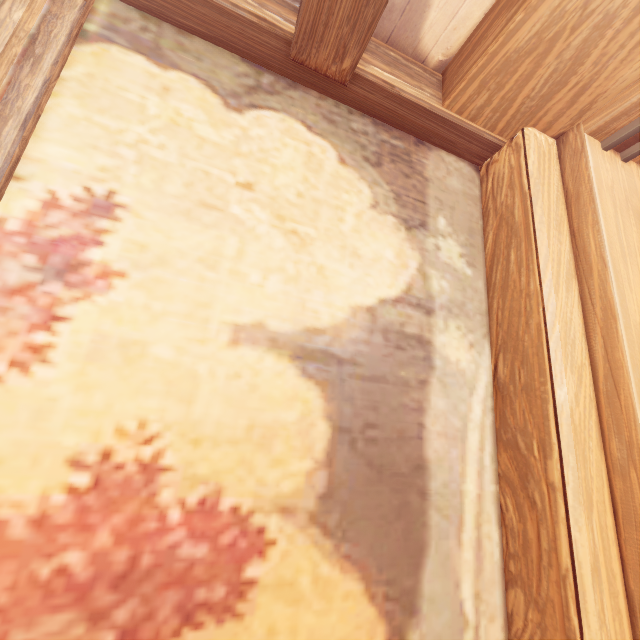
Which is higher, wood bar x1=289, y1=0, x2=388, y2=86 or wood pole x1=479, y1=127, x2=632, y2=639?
wood bar x1=289, y1=0, x2=388, y2=86

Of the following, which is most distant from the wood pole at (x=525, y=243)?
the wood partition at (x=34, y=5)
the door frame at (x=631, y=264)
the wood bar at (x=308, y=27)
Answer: the wood partition at (x=34, y=5)

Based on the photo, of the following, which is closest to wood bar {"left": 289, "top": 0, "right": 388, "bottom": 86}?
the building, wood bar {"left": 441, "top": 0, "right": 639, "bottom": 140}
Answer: the building

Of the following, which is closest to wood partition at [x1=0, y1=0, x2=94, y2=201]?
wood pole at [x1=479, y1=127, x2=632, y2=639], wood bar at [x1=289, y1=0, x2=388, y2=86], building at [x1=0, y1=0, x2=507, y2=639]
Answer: building at [x1=0, y1=0, x2=507, y2=639]

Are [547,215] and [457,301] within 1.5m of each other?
yes

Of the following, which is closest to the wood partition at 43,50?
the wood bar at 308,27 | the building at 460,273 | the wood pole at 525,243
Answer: the building at 460,273

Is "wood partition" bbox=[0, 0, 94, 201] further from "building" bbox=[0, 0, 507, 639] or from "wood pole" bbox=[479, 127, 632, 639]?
"wood pole" bbox=[479, 127, 632, 639]

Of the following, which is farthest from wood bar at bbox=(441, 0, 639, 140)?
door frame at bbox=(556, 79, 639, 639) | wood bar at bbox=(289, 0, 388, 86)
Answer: wood bar at bbox=(289, 0, 388, 86)
